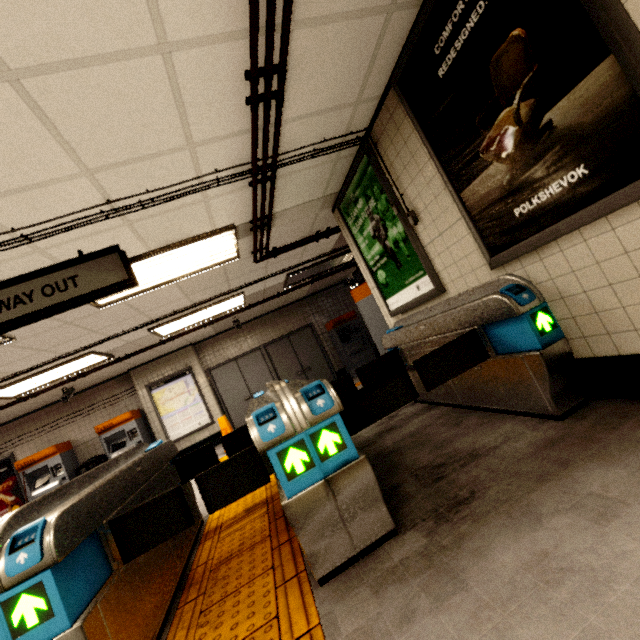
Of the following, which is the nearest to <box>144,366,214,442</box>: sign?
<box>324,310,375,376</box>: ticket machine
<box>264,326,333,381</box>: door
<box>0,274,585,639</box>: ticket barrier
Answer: <box>264,326,333,381</box>: door

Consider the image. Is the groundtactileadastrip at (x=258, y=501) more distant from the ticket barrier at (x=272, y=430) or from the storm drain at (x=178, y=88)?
the storm drain at (x=178, y=88)

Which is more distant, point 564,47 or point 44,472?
point 44,472

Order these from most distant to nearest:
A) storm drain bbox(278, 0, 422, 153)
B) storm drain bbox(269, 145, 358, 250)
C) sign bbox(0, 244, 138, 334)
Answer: storm drain bbox(269, 145, 358, 250) → sign bbox(0, 244, 138, 334) → storm drain bbox(278, 0, 422, 153)

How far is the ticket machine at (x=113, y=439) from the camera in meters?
8.1

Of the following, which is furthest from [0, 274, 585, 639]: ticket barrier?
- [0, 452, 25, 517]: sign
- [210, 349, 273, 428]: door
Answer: [0, 452, 25, 517]: sign

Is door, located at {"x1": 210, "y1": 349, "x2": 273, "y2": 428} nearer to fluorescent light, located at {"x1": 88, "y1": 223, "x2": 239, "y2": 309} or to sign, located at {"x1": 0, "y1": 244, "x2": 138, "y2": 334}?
fluorescent light, located at {"x1": 88, "y1": 223, "x2": 239, "y2": 309}

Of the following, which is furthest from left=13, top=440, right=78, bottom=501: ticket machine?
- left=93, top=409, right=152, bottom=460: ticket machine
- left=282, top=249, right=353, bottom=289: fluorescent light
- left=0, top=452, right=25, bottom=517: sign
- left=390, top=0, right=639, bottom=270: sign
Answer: left=390, top=0, right=639, bottom=270: sign
